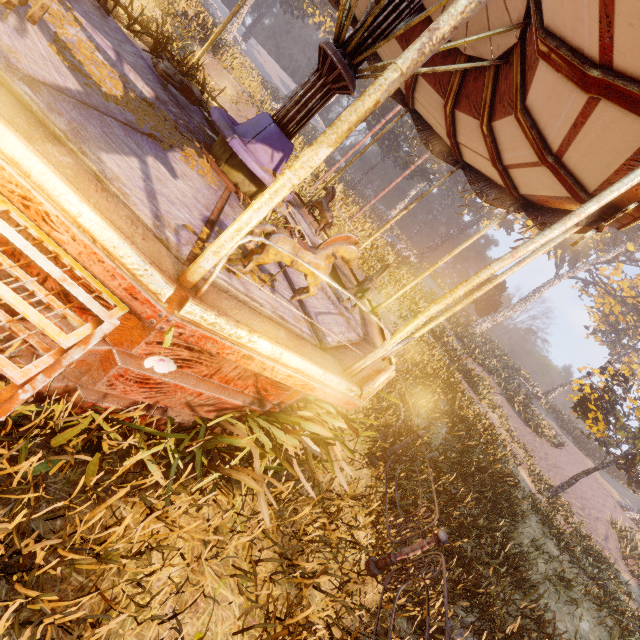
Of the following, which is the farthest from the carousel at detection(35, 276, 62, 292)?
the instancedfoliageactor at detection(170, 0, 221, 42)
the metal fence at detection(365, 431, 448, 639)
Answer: the metal fence at detection(365, 431, 448, 639)

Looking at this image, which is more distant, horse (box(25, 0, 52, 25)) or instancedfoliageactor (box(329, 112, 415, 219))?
instancedfoliageactor (box(329, 112, 415, 219))

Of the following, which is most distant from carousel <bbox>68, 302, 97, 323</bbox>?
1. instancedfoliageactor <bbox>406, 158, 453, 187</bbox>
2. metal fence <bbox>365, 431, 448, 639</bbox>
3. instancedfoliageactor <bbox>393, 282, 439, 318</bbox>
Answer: instancedfoliageactor <bbox>406, 158, 453, 187</bbox>

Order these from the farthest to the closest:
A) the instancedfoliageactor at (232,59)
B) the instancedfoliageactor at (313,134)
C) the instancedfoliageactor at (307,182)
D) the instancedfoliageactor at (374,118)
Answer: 1. the instancedfoliageactor at (374,118)
2. the instancedfoliageactor at (232,59)
3. the instancedfoliageactor at (313,134)
4. the instancedfoliageactor at (307,182)

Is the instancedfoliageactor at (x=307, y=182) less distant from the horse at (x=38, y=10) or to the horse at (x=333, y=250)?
the horse at (x=333, y=250)

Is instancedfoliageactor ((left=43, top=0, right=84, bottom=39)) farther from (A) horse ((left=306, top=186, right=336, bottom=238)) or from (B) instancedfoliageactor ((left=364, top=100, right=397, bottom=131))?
(A) horse ((left=306, top=186, right=336, bottom=238))

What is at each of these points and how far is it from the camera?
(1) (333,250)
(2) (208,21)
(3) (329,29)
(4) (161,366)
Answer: (1) horse, 2.96m
(2) instancedfoliageactor, 25.08m
(3) instancedfoliageactor, 46.97m
(4) instancedfoliageactor, 1.70m

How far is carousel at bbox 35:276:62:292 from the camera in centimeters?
220cm
